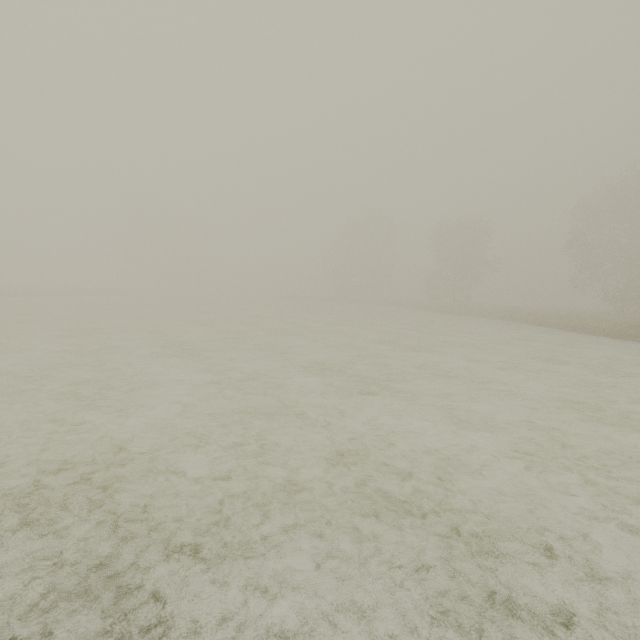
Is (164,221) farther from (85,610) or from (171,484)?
(85,610)
